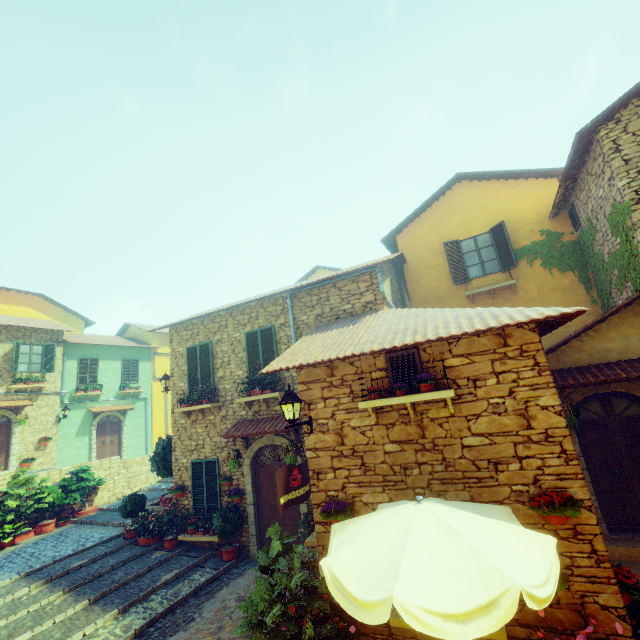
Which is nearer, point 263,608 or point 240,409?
point 263,608

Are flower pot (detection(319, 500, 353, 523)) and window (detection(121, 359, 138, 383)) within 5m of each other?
no

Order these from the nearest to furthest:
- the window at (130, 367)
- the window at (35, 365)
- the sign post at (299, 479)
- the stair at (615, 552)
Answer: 1. the sign post at (299, 479)
2. the stair at (615, 552)
3. the window at (35, 365)
4. the window at (130, 367)

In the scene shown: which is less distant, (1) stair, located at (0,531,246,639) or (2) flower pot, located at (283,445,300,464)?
(1) stair, located at (0,531,246,639)

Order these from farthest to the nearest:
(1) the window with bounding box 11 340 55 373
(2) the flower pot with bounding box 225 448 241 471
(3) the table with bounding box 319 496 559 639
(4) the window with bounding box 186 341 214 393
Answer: (1) the window with bounding box 11 340 55 373
(4) the window with bounding box 186 341 214 393
(2) the flower pot with bounding box 225 448 241 471
(3) the table with bounding box 319 496 559 639

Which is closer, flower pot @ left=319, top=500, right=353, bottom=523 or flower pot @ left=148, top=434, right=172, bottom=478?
flower pot @ left=319, top=500, right=353, bottom=523

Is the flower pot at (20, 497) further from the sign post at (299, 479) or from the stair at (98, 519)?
the sign post at (299, 479)

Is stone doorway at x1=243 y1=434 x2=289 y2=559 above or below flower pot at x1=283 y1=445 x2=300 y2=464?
below
